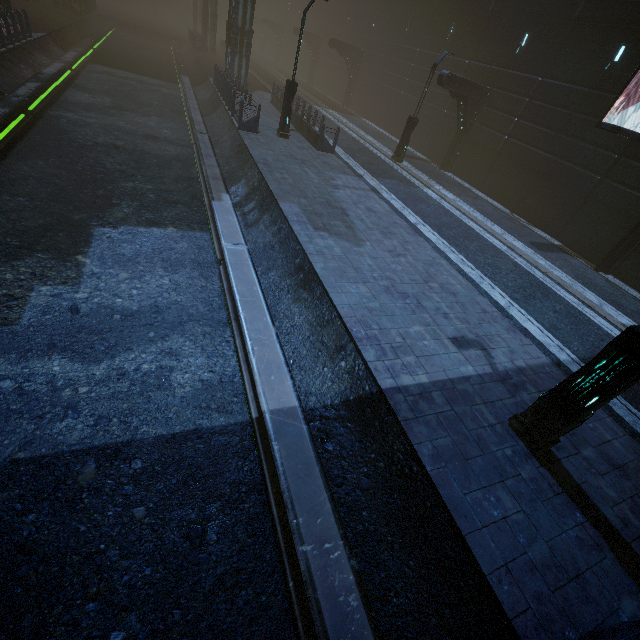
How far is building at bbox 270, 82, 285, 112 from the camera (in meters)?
21.80

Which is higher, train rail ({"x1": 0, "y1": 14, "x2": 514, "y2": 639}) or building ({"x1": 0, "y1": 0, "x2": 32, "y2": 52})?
building ({"x1": 0, "y1": 0, "x2": 32, "y2": 52})

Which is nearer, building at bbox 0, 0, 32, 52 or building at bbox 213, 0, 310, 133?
building at bbox 0, 0, 32, 52

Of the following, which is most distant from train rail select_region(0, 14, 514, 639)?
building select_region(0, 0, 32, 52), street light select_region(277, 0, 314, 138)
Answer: street light select_region(277, 0, 314, 138)

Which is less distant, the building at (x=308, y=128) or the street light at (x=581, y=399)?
the street light at (x=581, y=399)

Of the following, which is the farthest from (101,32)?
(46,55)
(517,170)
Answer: (517,170)

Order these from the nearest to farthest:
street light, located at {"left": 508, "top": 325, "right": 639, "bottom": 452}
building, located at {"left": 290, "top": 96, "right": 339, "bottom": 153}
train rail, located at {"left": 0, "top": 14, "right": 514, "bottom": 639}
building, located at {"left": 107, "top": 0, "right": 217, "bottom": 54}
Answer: train rail, located at {"left": 0, "top": 14, "right": 514, "bottom": 639}, street light, located at {"left": 508, "top": 325, "right": 639, "bottom": 452}, building, located at {"left": 290, "top": 96, "right": 339, "bottom": 153}, building, located at {"left": 107, "top": 0, "right": 217, "bottom": 54}

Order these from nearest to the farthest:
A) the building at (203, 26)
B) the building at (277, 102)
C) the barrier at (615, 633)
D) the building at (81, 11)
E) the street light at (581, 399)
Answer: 1. the barrier at (615, 633)
2. the street light at (581, 399)
3. the building at (277, 102)
4. the building at (81, 11)
5. the building at (203, 26)
